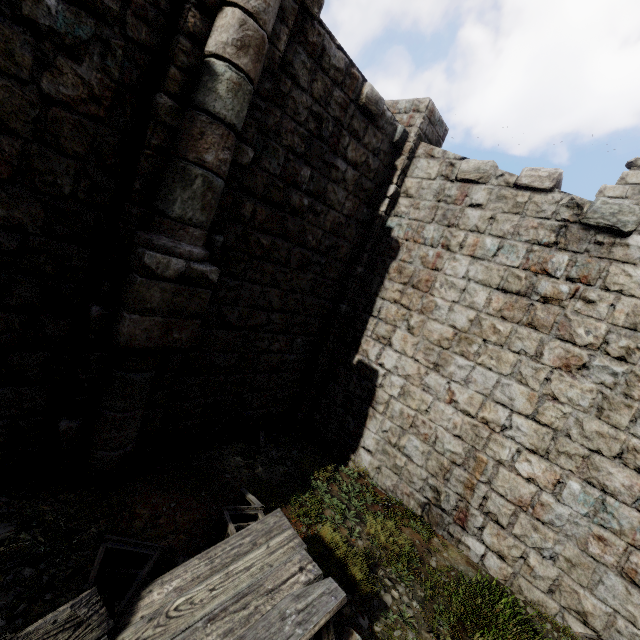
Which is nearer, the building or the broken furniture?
the broken furniture

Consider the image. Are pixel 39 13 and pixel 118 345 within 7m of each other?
yes

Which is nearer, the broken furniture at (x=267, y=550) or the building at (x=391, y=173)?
the broken furniture at (x=267, y=550)
